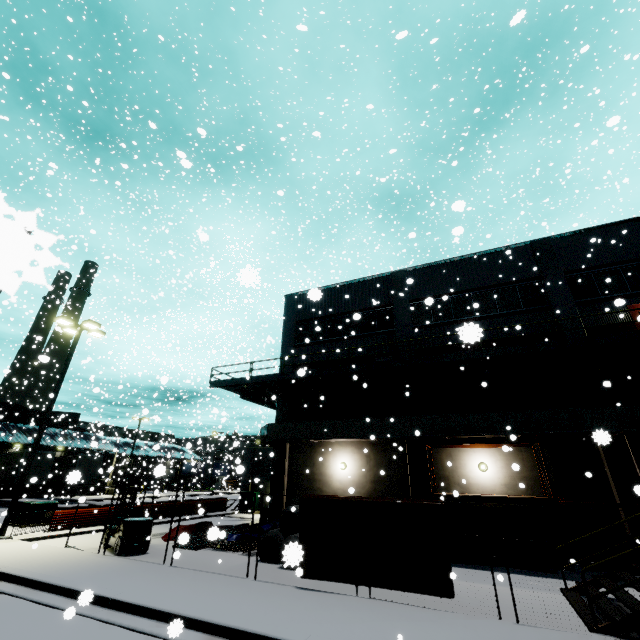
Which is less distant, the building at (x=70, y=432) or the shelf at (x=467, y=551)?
the shelf at (x=467, y=551)

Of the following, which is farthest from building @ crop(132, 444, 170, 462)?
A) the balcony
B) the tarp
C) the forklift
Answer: the forklift

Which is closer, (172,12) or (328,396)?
(328,396)

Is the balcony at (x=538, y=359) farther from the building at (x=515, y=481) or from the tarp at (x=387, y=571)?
the tarp at (x=387, y=571)

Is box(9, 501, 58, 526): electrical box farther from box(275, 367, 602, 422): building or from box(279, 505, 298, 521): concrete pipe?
box(279, 505, 298, 521): concrete pipe

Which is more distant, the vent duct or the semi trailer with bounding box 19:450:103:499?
the semi trailer with bounding box 19:450:103:499

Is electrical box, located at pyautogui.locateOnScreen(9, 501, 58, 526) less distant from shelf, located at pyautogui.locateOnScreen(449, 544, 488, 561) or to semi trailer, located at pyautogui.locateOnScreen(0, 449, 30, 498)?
semi trailer, located at pyautogui.locateOnScreen(0, 449, 30, 498)

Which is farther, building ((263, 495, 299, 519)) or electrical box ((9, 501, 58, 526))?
building ((263, 495, 299, 519))
